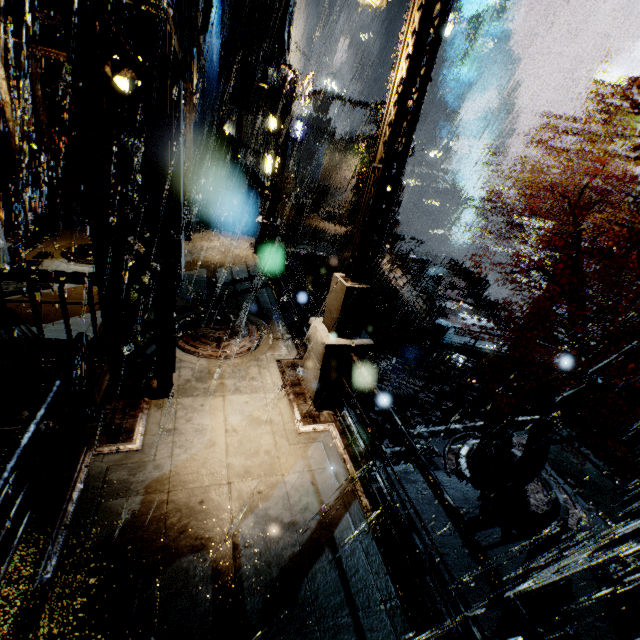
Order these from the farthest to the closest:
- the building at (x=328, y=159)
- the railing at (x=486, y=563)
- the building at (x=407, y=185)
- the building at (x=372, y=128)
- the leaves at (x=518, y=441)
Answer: the building at (x=328, y=159) < the building at (x=372, y=128) < the building at (x=407, y=185) < the leaves at (x=518, y=441) < the railing at (x=486, y=563)

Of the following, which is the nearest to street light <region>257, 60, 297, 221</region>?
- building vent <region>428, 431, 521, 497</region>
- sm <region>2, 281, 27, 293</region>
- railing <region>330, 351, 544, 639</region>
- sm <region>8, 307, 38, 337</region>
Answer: sm <region>2, 281, 27, 293</region>

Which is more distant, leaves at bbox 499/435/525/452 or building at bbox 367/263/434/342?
building at bbox 367/263/434/342

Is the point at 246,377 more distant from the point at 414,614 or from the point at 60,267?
the point at 60,267

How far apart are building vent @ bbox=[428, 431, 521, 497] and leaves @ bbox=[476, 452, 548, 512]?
0.0 meters

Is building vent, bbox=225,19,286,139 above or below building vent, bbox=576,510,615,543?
above

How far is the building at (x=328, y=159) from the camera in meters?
52.4

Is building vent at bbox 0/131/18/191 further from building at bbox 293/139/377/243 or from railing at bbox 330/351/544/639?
railing at bbox 330/351/544/639
